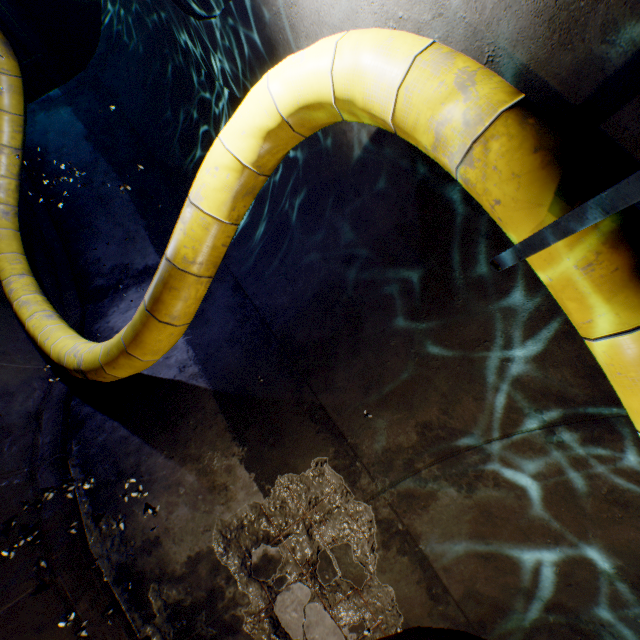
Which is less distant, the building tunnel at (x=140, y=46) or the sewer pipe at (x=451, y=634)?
the building tunnel at (x=140, y=46)

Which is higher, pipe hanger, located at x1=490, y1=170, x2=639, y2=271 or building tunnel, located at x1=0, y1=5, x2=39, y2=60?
pipe hanger, located at x1=490, y1=170, x2=639, y2=271

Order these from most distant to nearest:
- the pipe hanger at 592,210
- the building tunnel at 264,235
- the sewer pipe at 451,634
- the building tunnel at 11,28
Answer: the building tunnel at 11,28 < the sewer pipe at 451,634 < the building tunnel at 264,235 < the pipe hanger at 592,210

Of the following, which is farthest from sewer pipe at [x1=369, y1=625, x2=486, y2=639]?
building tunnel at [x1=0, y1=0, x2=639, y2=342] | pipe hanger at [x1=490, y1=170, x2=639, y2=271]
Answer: pipe hanger at [x1=490, y1=170, x2=639, y2=271]

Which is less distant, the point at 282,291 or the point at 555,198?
the point at 555,198

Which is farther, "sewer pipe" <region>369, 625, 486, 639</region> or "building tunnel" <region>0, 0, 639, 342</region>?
"sewer pipe" <region>369, 625, 486, 639</region>

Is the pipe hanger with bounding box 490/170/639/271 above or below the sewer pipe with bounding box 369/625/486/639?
→ above

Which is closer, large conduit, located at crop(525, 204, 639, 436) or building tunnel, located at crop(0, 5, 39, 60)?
large conduit, located at crop(525, 204, 639, 436)
